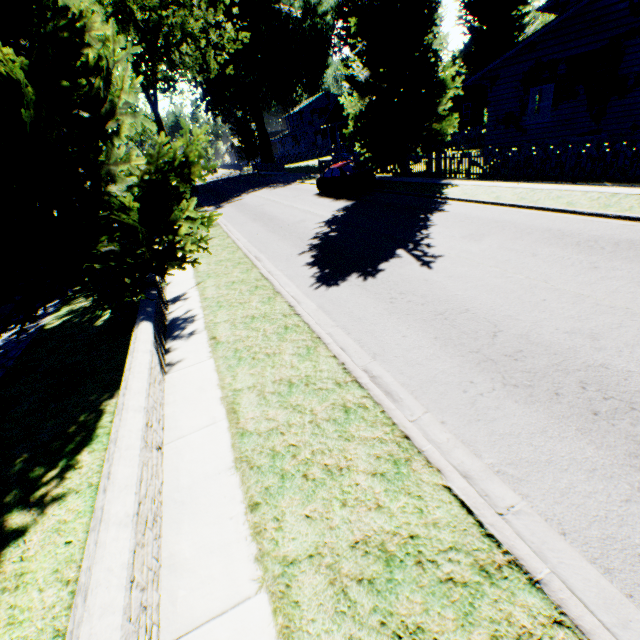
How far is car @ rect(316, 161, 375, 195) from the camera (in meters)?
18.50

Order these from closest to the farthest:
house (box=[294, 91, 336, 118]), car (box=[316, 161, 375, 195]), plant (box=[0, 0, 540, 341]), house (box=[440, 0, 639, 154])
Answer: plant (box=[0, 0, 540, 341]), house (box=[440, 0, 639, 154]), car (box=[316, 161, 375, 195]), house (box=[294, 91, 336, 118])

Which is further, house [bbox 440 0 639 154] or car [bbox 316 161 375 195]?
car [bbox 316 161 375 195]

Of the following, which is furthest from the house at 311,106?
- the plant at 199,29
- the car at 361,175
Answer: the car at 361,175

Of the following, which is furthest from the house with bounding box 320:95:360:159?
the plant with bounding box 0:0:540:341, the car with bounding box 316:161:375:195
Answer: the car with bounding box 316:161:375:195

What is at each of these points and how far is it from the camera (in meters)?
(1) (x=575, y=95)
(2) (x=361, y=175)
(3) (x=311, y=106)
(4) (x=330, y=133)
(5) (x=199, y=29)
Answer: (1) house, 15.12
(2) car, 18.48
(3) house, 59.66
(4) house, 50.25
(5) plant, 16.72

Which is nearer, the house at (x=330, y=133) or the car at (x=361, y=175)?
the car at (x=361, y=175)
